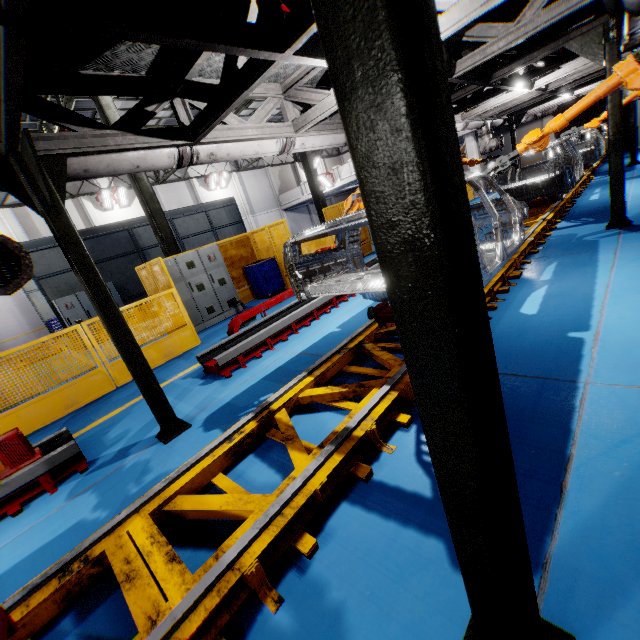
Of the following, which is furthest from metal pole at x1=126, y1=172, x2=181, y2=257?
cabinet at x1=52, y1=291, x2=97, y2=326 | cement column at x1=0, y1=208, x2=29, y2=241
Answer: cement column at x1=0, y1=208, x2=29, y2=241

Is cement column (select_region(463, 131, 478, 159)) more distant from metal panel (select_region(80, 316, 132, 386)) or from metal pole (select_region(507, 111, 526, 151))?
metal pole (select_region(507, 111, 526, 151))

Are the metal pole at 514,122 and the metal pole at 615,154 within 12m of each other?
yes

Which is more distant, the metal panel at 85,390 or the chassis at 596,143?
the metal panel at 85,390

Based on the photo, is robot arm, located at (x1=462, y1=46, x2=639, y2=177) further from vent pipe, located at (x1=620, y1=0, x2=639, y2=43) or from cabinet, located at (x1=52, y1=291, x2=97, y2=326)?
cabinet, located at (x1=52, y1=291, x2=97, y2=326)

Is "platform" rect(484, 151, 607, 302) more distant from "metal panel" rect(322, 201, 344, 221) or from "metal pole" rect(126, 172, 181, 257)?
"metal pole" rect(126, 172, 181, 257)

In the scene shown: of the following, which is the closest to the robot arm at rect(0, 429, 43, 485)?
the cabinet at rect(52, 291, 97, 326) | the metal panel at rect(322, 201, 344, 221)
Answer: the metal panel at rect(322, 201, 344, 221)

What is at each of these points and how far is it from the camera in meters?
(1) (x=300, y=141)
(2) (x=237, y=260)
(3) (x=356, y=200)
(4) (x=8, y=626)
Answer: (1) vent pipe, 6.0
(2) metal panel, 11.0
(3) robot arm, 6.4
(4) chassis, 1.9
